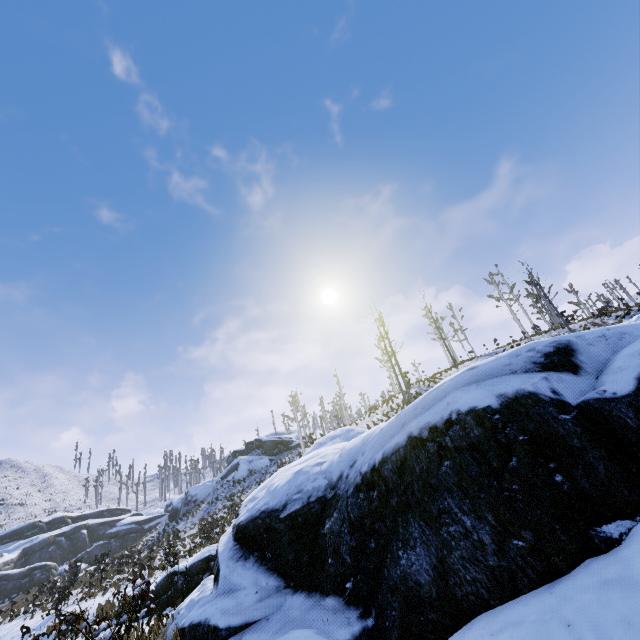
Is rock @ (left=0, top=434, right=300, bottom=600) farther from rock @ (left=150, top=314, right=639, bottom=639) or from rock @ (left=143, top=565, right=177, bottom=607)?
rock @ (left=150, top=314, right=639, bottom=639)

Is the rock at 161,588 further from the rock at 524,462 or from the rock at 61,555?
the rock at 61,555

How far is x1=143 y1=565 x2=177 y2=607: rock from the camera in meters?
12.5 m

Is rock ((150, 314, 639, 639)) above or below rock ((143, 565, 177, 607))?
above

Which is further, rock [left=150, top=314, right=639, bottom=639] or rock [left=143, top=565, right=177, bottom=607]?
rock [left=143, top=565, right=177, bottom=607]

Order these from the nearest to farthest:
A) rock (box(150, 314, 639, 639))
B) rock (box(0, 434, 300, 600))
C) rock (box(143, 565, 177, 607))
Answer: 1. rock (box(150, 314, 639, 639))
2. rock (box(143, 565, 177, 607))
3. rock (box(0, 434, 300, 600))

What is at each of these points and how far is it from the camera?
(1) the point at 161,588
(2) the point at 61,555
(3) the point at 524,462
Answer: (1) rock, 12.7m
(2) rock, 49.9m
(3) rock, 3.0m
